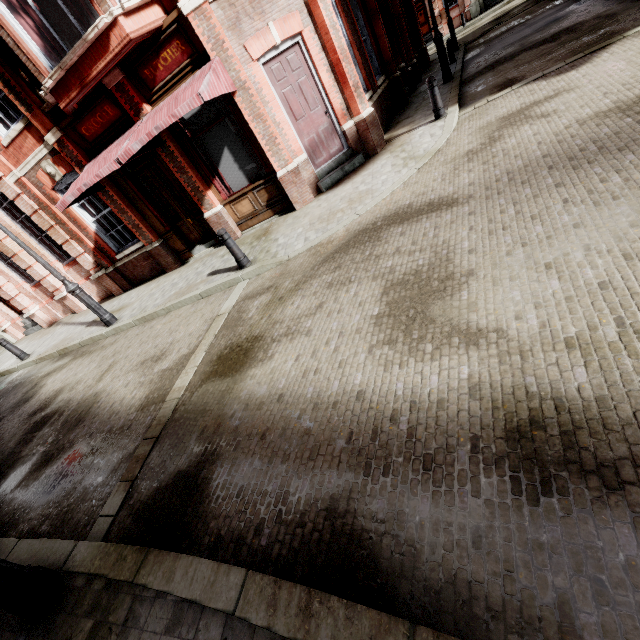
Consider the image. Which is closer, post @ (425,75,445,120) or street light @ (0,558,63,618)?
street light @ (0,558,63,618)

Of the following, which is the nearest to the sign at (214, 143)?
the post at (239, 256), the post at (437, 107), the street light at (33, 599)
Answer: the post at (239, 256)

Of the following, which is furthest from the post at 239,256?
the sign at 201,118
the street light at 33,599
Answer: the street light at 33,599

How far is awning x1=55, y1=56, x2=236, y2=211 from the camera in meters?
6.1 m

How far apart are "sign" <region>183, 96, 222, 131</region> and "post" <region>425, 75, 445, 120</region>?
5.1m

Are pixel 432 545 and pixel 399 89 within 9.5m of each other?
no

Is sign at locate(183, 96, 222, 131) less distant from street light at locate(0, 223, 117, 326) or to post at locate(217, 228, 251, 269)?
post at locate(217, 228, 251, 269)

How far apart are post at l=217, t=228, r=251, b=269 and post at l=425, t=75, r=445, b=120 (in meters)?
6.09
